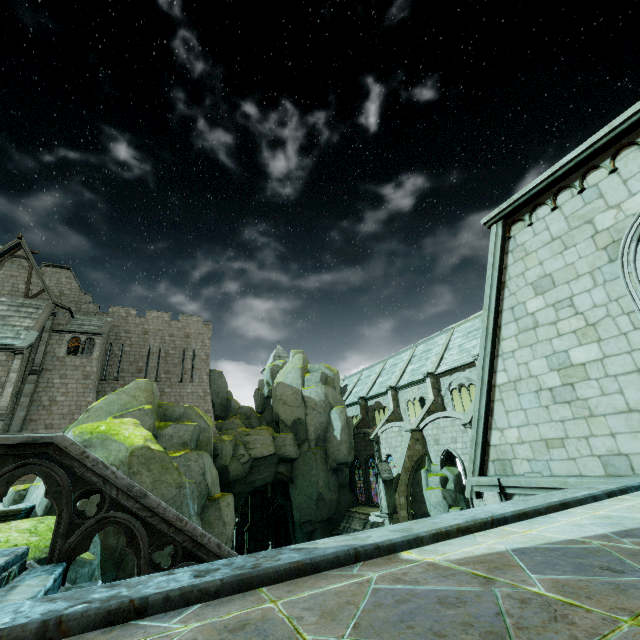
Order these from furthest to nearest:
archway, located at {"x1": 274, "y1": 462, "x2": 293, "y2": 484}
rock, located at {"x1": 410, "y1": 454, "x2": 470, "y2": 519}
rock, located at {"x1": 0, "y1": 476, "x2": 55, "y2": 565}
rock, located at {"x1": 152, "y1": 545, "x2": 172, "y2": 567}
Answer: archway, located at {"x1": 274, "y1": 462, "x2": 293, "y2": 484}, rock, located at {"x1": 410, "y1": 454, "x2": 470, "y2": 519}, rock, located at {"x1": 152, "y1": 545, "x2": 172, "y2": 567}, rock, located at {"x1": 0, "y1": 476, "x2": 55, "y2": 565}

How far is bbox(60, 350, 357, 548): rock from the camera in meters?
11.8 m

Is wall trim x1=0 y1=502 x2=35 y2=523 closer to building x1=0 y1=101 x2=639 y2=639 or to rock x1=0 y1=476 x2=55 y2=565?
rock x1=0 y1=476 x2=55 y2=565

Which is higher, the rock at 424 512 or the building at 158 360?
the building at 158 360

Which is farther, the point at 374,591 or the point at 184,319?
the point at 184,319

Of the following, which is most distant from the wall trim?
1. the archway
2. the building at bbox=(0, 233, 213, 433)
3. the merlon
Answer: the archway

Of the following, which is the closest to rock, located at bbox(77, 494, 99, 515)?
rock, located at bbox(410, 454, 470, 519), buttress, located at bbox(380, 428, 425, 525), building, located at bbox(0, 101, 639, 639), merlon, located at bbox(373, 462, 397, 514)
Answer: building, located at bbox(0, 101, 639, 639)

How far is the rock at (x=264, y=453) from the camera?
11.8m
